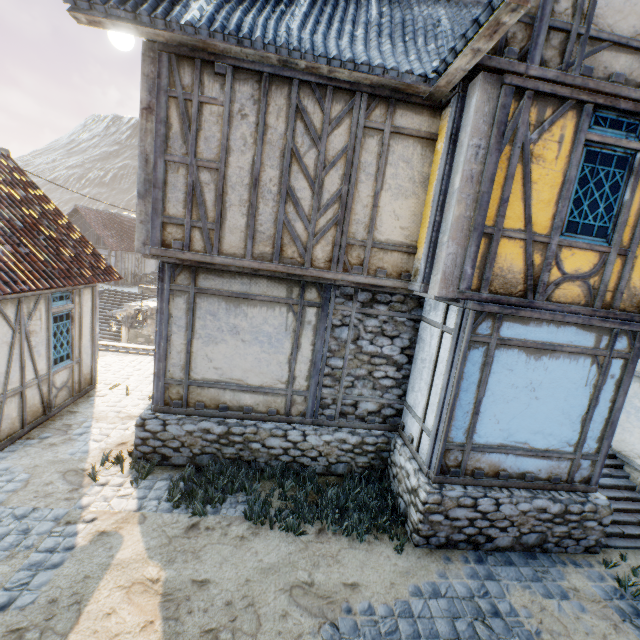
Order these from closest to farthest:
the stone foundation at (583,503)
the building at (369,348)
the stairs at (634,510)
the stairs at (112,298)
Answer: the building at (369,348) < the stone foundation at (583,503) < the stairs at (634,510) < the stairs at (112,298)

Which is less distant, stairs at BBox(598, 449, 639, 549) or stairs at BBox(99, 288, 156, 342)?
stairs at BBox(598, 449, 639, 549)

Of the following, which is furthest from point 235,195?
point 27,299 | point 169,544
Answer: point 169,544

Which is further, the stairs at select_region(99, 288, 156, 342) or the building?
the stairs at select_region(99, 288, 156, 342)

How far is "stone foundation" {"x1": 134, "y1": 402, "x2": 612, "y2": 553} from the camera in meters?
5.1

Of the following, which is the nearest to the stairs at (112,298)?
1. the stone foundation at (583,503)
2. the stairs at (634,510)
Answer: the stone foundation at (583,503)

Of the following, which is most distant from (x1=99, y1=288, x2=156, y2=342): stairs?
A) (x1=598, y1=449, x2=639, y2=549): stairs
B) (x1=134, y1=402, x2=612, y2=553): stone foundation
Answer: (x1=598, y1=449, x2=639, y2=549): stairs
